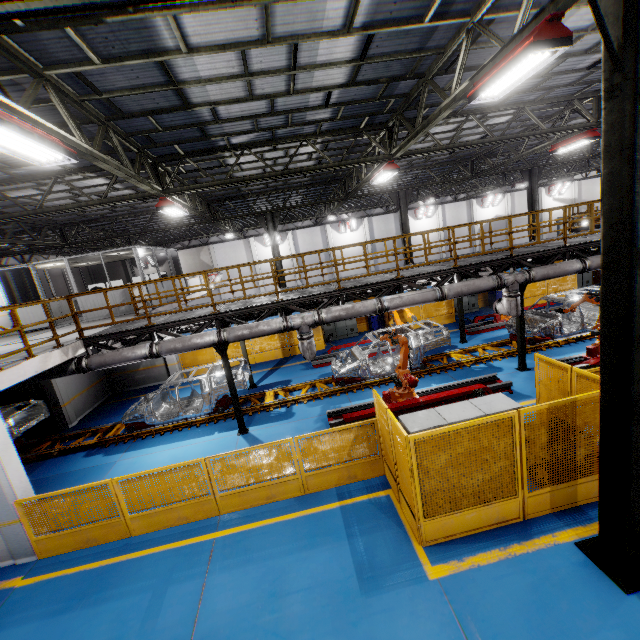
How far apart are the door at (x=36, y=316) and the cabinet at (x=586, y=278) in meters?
28.8

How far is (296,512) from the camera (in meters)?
7.09

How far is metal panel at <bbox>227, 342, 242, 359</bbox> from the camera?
17.8m

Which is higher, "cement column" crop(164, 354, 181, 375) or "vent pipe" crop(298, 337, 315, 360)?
"vent pipe" crop(298, 337, 315, 360)

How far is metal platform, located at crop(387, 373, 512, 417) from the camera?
9.6 meters

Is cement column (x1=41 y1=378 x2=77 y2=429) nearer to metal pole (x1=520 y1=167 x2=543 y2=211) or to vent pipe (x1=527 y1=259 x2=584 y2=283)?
vent pipe (x1=527 y1=259 x2=584 y2=283)

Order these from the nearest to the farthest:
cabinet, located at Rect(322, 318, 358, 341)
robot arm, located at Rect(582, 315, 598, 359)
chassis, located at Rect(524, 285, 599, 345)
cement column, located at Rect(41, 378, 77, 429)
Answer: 1. robot arm, located at Rect(582, 315, 598, 359)
2. chassis, located at Rect(524, 285, 599, 345)
3. cement column, located at Rect(41, 378, 77, 429)
4. cabinet, located at Rect(322, 318, 358, 341)

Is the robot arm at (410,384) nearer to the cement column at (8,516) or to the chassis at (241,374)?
the chassis at (241,374)
